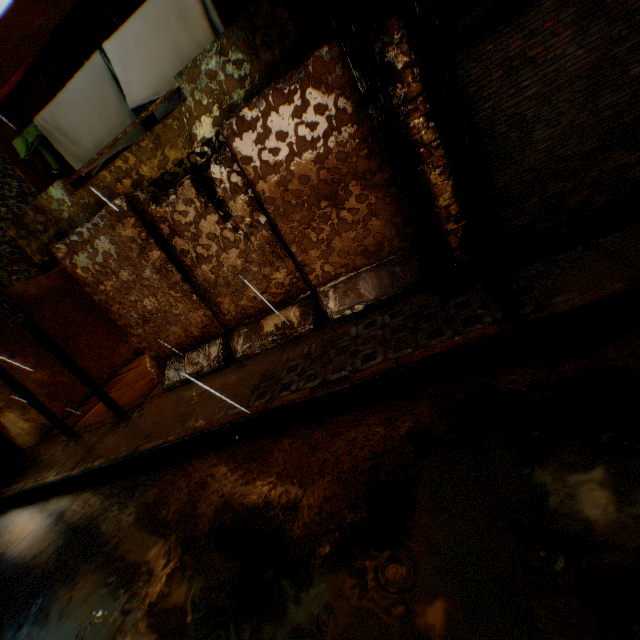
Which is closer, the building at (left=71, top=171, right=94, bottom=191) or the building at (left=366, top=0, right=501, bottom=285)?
the building at (left=366, top=0, right=501, bottom=285)

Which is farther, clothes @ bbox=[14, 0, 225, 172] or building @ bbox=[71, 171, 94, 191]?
building @ bbox=[71, 171, 94, 191]

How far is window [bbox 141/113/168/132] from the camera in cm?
670

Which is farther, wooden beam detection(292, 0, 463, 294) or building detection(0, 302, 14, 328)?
building detection(0, 302, 14, 328)

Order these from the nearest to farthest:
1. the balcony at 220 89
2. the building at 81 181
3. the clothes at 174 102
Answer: the balcony at 220 89, the clothes at 174 102, the building at 81 181

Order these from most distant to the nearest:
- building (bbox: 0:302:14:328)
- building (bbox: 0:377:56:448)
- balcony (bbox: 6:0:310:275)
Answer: building (bbox: 0:302:14:328) < building (bbox: 0:377:56:448) < balcony (bbox: 6:0:310:275)

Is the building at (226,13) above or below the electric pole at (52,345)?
above

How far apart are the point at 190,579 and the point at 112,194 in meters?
6.2
